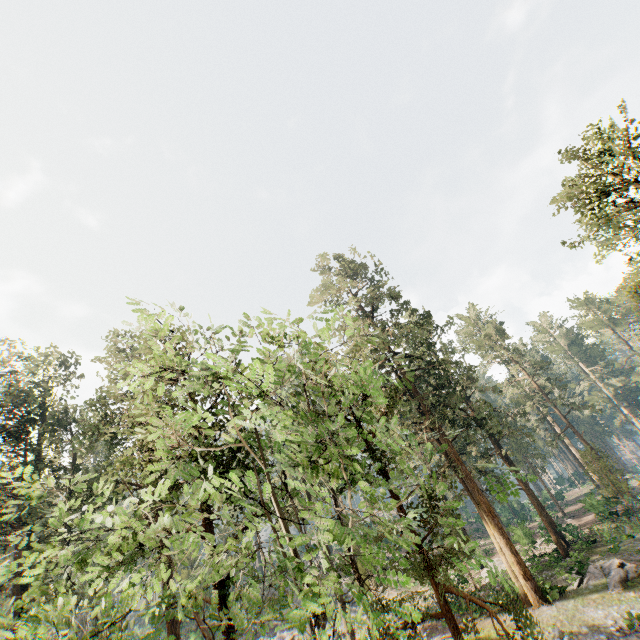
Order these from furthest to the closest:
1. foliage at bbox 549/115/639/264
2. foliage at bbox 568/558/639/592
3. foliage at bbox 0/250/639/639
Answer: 1. foliage at bbox 568/558/639/592
2. foliage at bbox 549/115/639/264
3. foliage at bbox 0/250/639/639

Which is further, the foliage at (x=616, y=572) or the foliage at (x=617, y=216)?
the foliage at (x=616, y=572)

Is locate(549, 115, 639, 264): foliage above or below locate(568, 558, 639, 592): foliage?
above

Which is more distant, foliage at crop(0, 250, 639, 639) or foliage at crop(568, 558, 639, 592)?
foliage at crop(568, 558, 639, 592)

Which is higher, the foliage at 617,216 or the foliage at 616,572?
the foliage at 617,216

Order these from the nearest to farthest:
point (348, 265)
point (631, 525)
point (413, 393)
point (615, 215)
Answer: point (615, 215) → point (631, 525) → point (413, 393) → point (348, 265)
